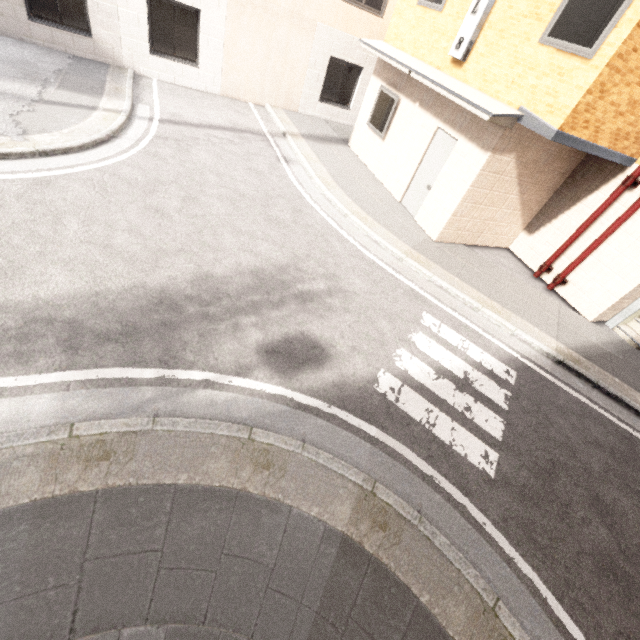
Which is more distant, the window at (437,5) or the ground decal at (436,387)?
the window at (437,5)

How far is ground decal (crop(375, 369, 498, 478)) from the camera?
4.3m

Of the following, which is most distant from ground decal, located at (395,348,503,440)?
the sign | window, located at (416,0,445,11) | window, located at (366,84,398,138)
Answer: window, located at (416,0,445,11)

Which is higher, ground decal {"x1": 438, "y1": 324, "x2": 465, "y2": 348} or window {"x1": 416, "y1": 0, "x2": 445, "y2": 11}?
window {"x1": 416, "y1": 0, "x2": 445, "y2": 11}

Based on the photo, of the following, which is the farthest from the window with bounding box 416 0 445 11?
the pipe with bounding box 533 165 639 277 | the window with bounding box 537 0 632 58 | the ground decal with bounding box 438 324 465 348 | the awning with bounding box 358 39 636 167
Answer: the ground decal with bounding box 438 324 465 348

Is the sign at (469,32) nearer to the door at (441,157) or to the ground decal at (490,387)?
the door at (441,157)

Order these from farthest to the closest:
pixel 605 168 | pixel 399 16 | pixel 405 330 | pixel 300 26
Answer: pixel 300 26 → pixel 399 16 → pixel 605 168 → pixel 405 330
